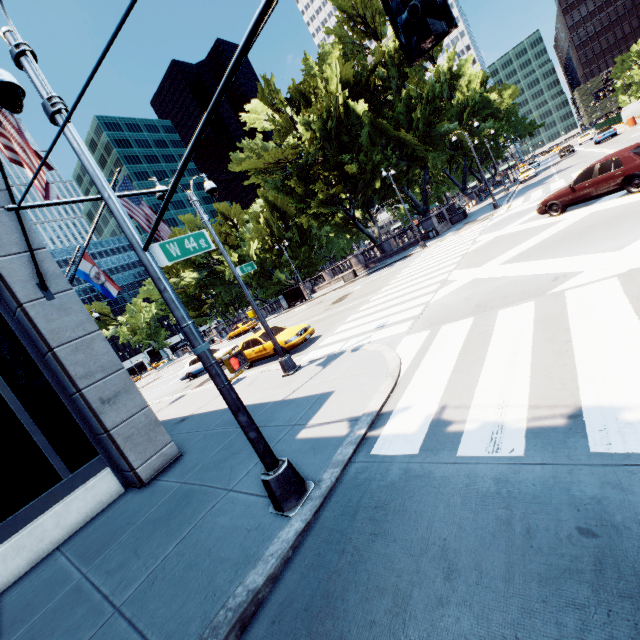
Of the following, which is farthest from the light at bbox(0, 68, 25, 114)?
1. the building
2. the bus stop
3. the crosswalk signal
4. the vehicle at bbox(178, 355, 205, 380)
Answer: the bus stop

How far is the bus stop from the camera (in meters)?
39.23

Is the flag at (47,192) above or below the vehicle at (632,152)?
above

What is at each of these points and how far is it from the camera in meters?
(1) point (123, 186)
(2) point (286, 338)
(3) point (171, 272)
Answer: (1) flag, 10.1 m
(2) vehicle, 14.3 m
(3) tree, 47.0 m

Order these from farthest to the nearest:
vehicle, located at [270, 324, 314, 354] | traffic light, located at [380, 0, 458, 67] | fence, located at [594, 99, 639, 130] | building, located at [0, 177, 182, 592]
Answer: fence, located at [594, 99, 639, 130] < vehicle, located at [270, 324, 314, 354] < building, located at [0, 177, 182, 592] < traffic light, located at [380, 0, 458, 67]

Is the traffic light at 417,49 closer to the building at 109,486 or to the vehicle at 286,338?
the building at 109,486

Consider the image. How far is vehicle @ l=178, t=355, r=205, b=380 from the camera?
23.5m

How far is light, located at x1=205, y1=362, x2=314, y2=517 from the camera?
4.39m
